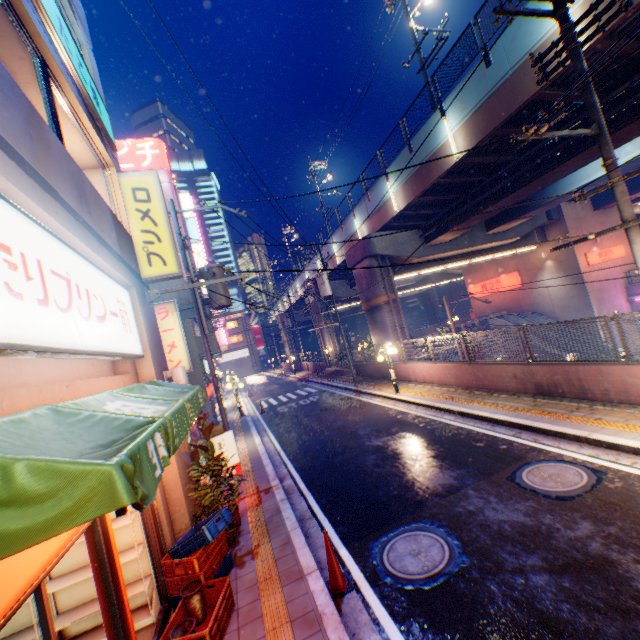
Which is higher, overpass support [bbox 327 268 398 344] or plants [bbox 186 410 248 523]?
overpass support [bbox 327 268 398 344]

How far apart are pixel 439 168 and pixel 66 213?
15.1 meters

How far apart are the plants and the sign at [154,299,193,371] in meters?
6.6 m

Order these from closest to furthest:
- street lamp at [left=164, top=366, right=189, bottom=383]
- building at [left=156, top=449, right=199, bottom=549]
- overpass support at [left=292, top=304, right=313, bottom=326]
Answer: building at [left=156, top=449, right=199, bottom=549]
street lamp at [left=164, top=366, right=189, bottom=383]
overpass support at [left=292, top=304, right=313, bottom=326]

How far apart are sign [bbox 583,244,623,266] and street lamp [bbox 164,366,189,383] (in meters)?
31.07

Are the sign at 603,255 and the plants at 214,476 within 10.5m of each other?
no

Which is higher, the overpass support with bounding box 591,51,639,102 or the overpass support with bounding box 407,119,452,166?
the overpass support with bounding box 407,119,452,166

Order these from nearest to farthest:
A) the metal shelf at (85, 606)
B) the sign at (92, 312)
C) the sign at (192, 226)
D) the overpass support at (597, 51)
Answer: the sign at (92, 312) → the metal shelf at (85, 606) → the overpass support at (597, 51) → the sign at (192, 226)
